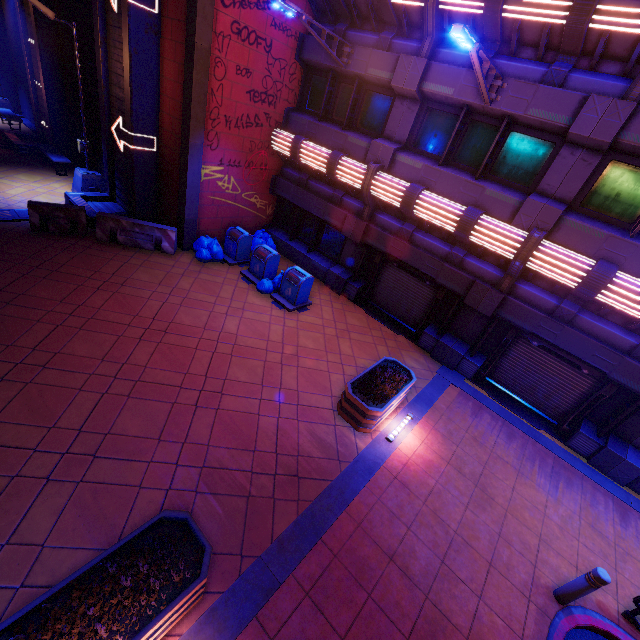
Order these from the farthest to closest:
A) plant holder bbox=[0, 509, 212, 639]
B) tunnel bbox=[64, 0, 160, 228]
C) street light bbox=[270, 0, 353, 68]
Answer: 1. tunnel bbox=[64, 0, 160, 228]
2. street light bbox=[270, 0, 353, 68]
3. plant holder bbox=[0, 509, 212, 639]

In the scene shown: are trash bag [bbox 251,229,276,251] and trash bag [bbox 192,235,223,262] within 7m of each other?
yes

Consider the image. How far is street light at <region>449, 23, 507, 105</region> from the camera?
5.74m

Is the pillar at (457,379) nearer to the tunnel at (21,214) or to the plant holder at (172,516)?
the plant holder at (172,516)

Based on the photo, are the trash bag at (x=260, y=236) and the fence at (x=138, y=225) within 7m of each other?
yes

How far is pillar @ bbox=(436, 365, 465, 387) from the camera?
10.11m

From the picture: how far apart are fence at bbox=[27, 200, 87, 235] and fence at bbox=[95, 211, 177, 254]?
0.33m

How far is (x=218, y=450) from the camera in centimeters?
611cm
